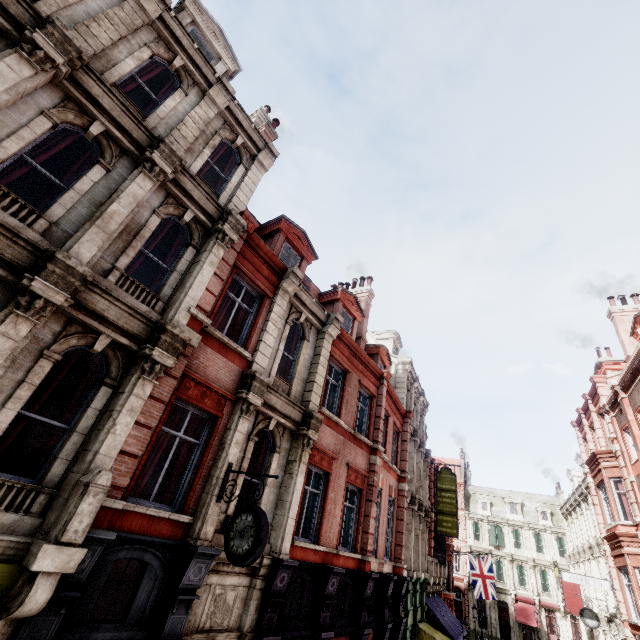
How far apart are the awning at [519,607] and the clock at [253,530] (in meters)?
50.72

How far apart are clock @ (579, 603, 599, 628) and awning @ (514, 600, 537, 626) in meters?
23.8

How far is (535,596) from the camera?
39.34m

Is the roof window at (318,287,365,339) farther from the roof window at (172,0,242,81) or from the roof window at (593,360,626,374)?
the roof window at (593,360,626,374)

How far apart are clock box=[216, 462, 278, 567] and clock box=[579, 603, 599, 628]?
27.86m

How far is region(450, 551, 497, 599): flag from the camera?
26.64m

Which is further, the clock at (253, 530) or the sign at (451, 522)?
the sign at (451, 522)

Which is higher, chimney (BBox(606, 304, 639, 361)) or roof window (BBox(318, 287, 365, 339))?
chimney (BBox(606, 304, 639, 361))
